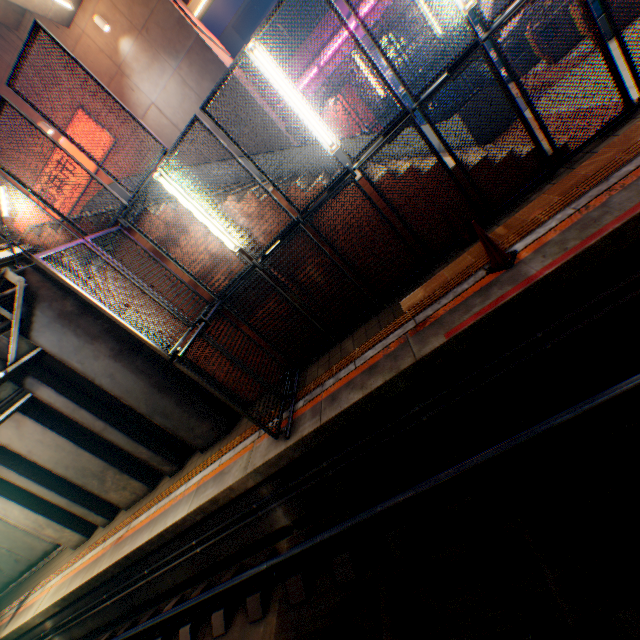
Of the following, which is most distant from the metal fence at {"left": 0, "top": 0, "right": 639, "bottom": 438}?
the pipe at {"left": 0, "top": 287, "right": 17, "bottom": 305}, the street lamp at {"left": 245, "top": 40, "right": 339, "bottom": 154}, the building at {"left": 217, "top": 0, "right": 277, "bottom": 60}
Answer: the building at {"left": 217, "top": 0, "right": 277, "bottom": 60}

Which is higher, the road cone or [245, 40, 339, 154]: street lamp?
[245, 40, 339, 154]: street lamp

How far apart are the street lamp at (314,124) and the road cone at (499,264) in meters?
2.5

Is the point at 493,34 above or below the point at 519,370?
above

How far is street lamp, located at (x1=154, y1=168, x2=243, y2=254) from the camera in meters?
5.7 m

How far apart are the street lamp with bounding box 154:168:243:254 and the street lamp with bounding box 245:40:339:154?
2.3m

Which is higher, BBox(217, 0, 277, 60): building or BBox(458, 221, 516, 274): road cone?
BBox(217, 0, 277, 60): building

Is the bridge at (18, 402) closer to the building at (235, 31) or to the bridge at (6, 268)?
the bridge at (6, 268)
